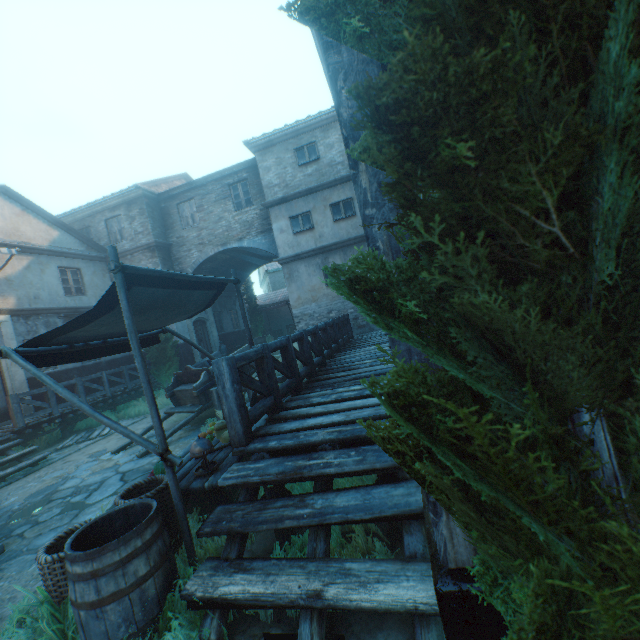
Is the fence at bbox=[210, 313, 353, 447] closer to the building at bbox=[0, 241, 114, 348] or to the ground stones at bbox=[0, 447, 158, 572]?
the ground stones at bbox=[0, 447, 158, 572]

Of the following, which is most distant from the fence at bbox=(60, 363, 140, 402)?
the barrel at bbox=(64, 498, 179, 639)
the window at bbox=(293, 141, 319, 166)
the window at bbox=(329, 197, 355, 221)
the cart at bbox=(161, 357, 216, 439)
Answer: Result: the window at bbox=(293, 141, 319, 166)

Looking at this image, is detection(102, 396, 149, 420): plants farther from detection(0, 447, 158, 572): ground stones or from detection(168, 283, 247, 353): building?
detection(0, 447, 158, 572): ground stones

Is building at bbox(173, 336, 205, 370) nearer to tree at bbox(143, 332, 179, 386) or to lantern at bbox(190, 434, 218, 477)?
tree at bbox(143, 332, 179, 386)

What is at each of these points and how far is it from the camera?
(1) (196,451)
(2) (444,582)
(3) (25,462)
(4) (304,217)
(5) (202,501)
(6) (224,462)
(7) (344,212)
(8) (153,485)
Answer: (1) lantern, 3.6m
(2) building, 1.4m
(3) stairs, 8.2m
(4) window, 13.7m
(5) wooden crate, 4.2m
(6) table, 3.9m
(7) window, 13.3m
(8) wicker basket, 3.4m

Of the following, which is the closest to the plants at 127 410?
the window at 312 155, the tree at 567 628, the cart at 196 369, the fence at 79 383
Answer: the tree at 567 628

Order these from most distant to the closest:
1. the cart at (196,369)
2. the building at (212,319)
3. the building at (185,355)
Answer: the building at (212,319), the building at (185,355), the cart at (196,369)

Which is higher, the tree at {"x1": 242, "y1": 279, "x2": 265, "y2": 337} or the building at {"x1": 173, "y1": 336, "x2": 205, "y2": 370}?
the tree at {"x1": 242, "y1": 279, "x2": 265, "y2": 337}
